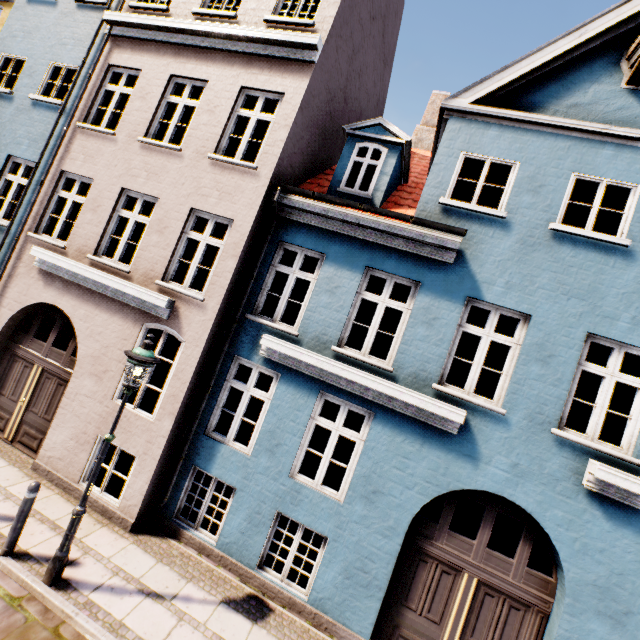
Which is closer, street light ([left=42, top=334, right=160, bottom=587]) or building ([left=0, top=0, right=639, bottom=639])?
street light ([left=42, top=334, right=160, bottom=587])

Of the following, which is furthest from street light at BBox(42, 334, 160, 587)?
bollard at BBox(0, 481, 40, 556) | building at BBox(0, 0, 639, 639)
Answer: building at BBox(0, 0, 639, 639)

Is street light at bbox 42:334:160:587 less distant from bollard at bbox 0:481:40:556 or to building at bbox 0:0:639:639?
bollard at bbox 0:481:40:556

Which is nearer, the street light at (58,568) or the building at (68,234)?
the street light at (58,568)

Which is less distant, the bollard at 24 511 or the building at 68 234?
the bollard at 24 511

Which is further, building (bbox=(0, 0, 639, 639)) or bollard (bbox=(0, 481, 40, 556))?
building (bbox=(0, 0, 639, 639))

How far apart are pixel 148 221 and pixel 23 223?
3.4m
